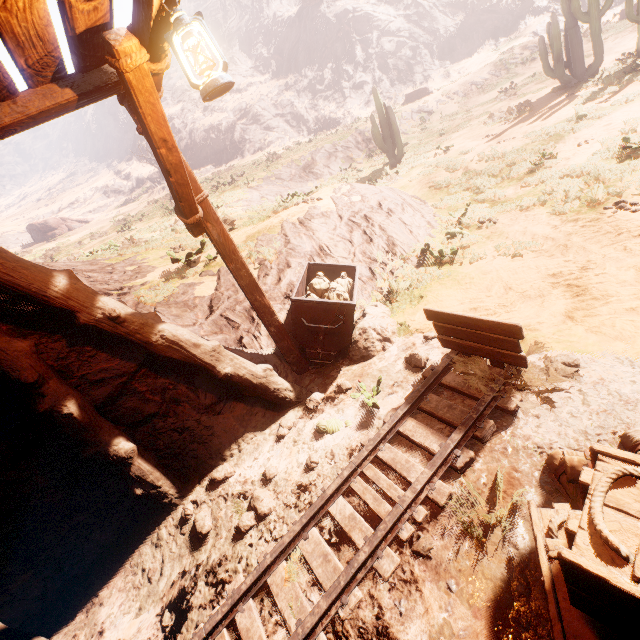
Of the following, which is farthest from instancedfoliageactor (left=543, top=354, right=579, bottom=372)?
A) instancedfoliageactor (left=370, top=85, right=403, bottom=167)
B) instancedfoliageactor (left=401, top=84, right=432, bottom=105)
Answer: Answer: instancedfoliageactor (left=401, top=84, right=432, bottom=105)

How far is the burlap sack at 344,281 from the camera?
5.18m

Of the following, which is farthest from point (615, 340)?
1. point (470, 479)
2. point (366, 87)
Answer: point (366, 87)

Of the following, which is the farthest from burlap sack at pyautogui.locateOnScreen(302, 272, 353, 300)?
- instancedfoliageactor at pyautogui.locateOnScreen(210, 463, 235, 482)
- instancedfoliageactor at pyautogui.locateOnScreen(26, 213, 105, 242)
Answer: instancedfoliageactor at pyautogui.locateOnScreen(26, 213, 105, 242)

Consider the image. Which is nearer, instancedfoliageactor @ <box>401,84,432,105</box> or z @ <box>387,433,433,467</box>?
z @ <box>387,433,433,467</box>

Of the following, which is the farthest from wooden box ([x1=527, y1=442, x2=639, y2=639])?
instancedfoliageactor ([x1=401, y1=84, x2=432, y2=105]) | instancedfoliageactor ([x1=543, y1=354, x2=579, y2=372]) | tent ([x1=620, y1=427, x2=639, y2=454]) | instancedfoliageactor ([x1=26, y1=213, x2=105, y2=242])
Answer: instancedfoliageactor ([x1=401, y1=84, x2=432, y2=105])

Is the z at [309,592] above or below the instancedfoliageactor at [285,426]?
below

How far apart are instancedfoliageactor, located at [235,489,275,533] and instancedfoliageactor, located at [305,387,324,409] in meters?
1.2 m
